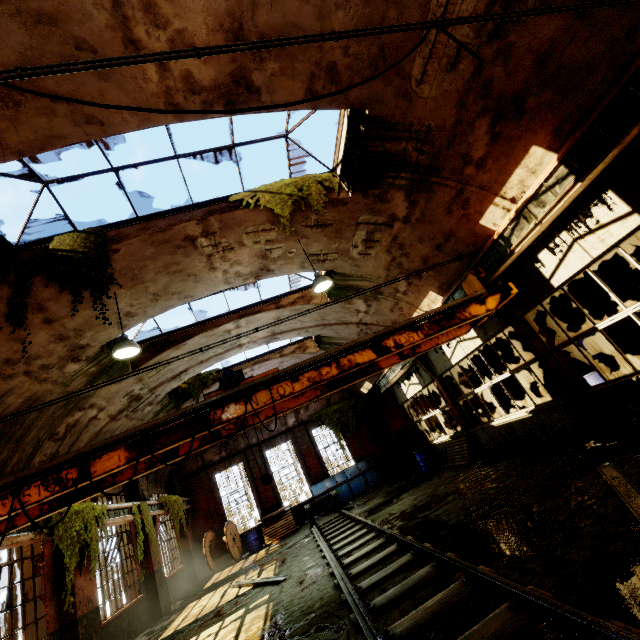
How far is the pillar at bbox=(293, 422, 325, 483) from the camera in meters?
19.4

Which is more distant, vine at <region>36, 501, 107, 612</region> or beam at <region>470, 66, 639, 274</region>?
vine at <region>36, 501, 107, 612</region>

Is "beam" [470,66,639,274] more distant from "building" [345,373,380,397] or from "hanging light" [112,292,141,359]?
"hanging light" [112,292,141,359]

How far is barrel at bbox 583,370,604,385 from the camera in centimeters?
969cm

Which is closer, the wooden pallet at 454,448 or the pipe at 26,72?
the pipe at 26,72

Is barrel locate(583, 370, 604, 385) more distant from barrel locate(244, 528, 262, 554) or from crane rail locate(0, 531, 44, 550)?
barrel locate(244, 528, 262, 554)

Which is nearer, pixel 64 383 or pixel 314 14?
pixel 314 14

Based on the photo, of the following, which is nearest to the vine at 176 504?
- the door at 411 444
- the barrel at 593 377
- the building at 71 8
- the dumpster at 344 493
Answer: the building at 71 8
